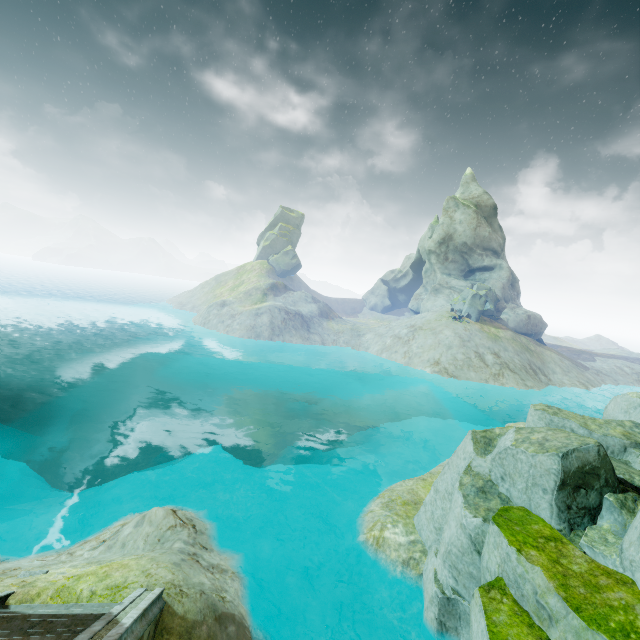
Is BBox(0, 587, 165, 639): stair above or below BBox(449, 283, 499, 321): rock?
below

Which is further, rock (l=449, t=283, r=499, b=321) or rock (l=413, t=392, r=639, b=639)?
rock (l=449, t=283, r=499, b=321)

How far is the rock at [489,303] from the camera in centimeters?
4422cm

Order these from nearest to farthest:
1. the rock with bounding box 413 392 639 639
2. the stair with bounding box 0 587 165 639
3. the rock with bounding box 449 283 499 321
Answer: the stair with bounding box 0 587 165 639, the rock with bounding box 413 392 639 639, the rock with bounding box 449 283 499 321

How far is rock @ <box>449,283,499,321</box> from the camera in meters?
44.2 m

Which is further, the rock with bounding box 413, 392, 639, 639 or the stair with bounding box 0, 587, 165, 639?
the rock with bounding box 413, 392, 639, 639

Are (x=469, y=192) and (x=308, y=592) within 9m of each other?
no

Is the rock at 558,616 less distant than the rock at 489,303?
Yes
